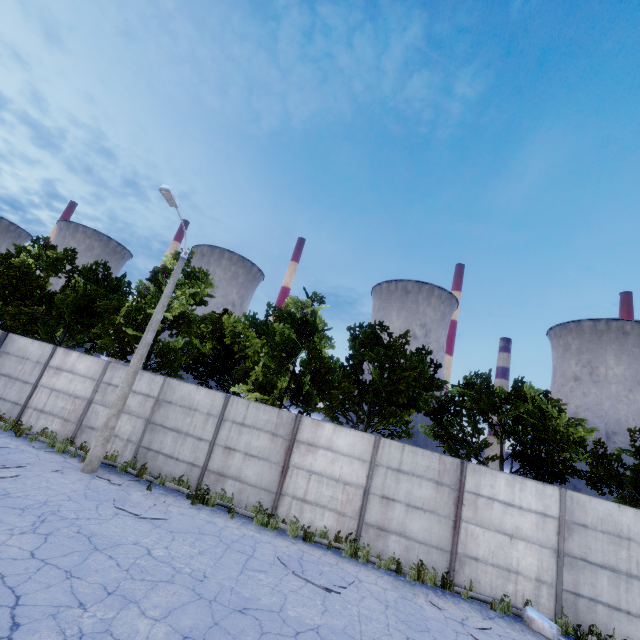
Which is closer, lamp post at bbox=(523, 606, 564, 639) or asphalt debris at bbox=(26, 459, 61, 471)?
lamp post at bbox=(523, 606, 564, 639)

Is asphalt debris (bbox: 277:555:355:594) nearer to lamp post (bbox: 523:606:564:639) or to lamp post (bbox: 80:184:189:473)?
lamp post (bbox: 523:606:564:639)

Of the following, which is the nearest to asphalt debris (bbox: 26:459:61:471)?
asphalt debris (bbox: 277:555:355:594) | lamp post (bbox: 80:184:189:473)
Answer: lamp post (bbox: 80:184:189:473)

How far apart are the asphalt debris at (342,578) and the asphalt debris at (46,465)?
7.66m

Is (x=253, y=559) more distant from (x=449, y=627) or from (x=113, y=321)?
(x=113, y=321)

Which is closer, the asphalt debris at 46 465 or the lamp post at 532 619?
the lamp post at 532 619

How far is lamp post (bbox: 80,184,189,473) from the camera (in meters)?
11.12

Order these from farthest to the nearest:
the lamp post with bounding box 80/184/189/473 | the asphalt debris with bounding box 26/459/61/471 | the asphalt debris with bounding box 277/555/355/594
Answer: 1. the lamp post with bounding box 80/184/189/473
2. the asphalt debris with bounding box 26/459/61/471
3. the asphalt debris with bounding box 277/555/355/594
